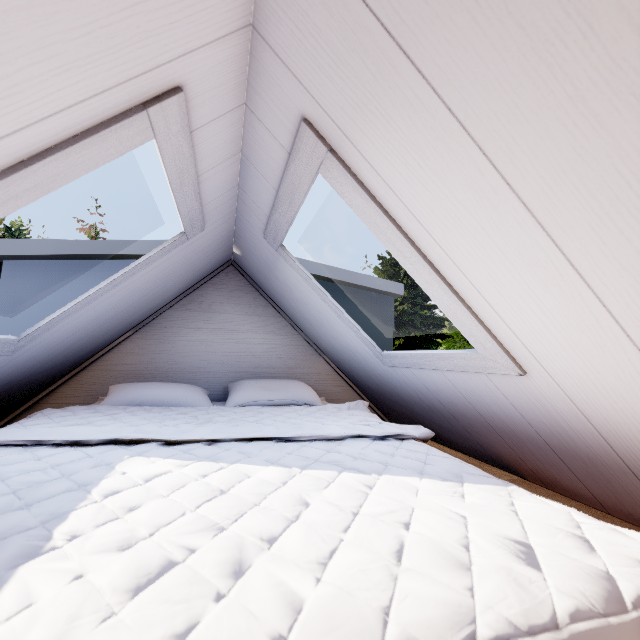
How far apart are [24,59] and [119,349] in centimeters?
205cm

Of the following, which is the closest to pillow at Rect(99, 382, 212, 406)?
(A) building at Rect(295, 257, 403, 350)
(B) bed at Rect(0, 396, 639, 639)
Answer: (B) bed at Rect(0, 396, 639, 639)

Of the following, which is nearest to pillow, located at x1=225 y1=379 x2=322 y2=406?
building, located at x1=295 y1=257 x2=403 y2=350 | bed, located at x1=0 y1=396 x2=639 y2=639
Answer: bed, located at x1=0 y1=396 x2=639 y2=639

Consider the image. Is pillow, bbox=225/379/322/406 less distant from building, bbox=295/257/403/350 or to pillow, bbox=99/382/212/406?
pillow, bbox=99/382/212/406

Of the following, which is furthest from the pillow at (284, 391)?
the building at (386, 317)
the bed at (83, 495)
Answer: the building at (386, 317)

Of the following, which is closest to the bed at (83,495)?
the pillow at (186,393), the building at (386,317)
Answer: the pillow at (186,393)

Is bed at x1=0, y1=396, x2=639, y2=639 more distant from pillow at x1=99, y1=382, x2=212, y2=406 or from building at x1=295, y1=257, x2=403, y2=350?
building at x1=295, y1=257, x2=403, y2=350
